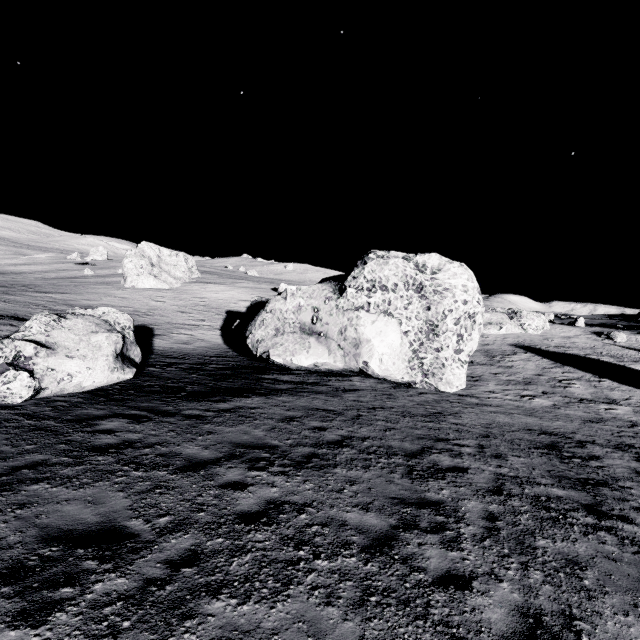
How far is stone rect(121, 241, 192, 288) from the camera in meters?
51.1 m

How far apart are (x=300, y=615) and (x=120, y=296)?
47.57m

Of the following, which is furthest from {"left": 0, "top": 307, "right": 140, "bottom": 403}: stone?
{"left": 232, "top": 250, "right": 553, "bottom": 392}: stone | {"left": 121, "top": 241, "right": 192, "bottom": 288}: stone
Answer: {"left": 121, "top": 241, "right": 192, "bottom": 288}: stone

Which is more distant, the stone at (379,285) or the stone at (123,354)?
the stone at (379,285)

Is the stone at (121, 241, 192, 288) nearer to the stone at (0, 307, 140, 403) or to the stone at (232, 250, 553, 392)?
the stone at (232, 250, 553, 392)

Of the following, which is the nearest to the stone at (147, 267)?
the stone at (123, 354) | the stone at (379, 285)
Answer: the stone at (379, 285)

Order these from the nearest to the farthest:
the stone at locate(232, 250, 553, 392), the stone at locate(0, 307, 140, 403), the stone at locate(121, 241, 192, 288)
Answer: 1. the stone at locate(0, 307, 140, 403)
2. the stone at locate(232, 250, 553, 392)
3. the stone at locate(121, 241, 192, 288)

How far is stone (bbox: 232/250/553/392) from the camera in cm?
1603
